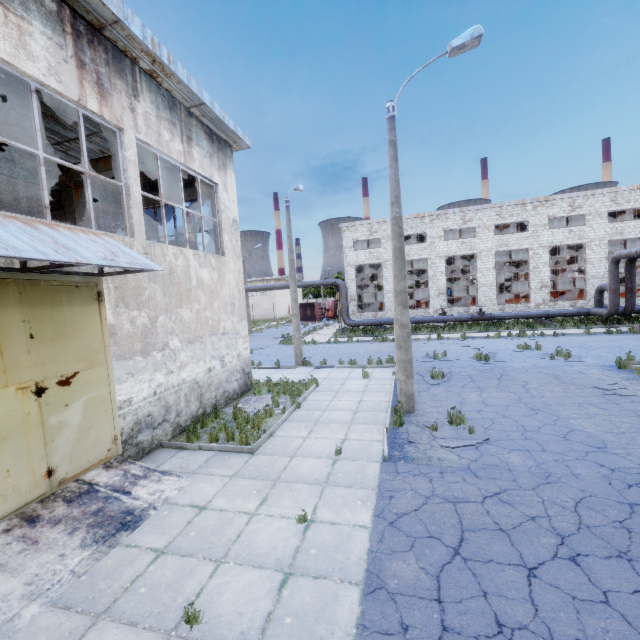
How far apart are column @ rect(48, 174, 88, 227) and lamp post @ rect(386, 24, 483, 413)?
10.3m

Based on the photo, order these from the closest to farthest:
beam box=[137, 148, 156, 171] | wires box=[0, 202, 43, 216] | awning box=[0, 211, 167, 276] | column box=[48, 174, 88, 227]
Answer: awning box=[0, 211, 167, 276], beam box=[137, 148, 156, 171], column box=[48, 174, 88, 227], wires box=[0, 202, 43, 216]

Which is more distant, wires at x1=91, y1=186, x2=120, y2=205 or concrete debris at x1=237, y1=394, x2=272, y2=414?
wires at x1=91, y1=186, x2=120, y2=205

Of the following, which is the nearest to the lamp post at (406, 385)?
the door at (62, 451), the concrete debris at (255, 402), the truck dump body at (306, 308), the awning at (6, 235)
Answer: the concrete debris at (255, 402)

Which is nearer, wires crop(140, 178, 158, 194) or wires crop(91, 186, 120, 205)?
wires crop(140, 178, 158, 194)

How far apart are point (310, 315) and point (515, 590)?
49.2m

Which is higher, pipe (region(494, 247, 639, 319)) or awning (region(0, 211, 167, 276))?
awning (region(0, 211, 167, 276))

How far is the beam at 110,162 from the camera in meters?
10.3 m
